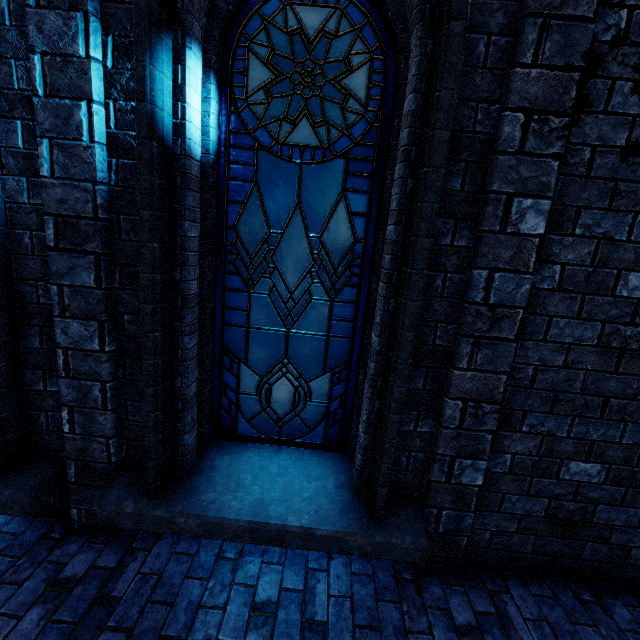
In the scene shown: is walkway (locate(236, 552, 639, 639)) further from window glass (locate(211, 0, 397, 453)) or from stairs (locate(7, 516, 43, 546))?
window glass (locate(211, 0, 397, 453))

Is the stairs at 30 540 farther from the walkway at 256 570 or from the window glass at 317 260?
the window glass at 317 260

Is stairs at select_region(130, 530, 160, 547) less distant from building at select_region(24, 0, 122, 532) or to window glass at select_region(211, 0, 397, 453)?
building at select_region(24, 0, 122, 532)

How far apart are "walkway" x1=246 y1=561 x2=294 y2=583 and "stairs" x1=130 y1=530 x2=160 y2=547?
0.0m

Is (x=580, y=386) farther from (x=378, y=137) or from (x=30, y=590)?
(x=30, y=590)

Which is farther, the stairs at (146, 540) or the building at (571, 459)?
the stairs at (146, 540)

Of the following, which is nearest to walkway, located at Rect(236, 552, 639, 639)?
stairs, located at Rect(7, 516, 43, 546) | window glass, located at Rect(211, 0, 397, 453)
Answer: stairs, located at Rect(7, 516, 43, 546)

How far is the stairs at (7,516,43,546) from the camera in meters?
2.7
